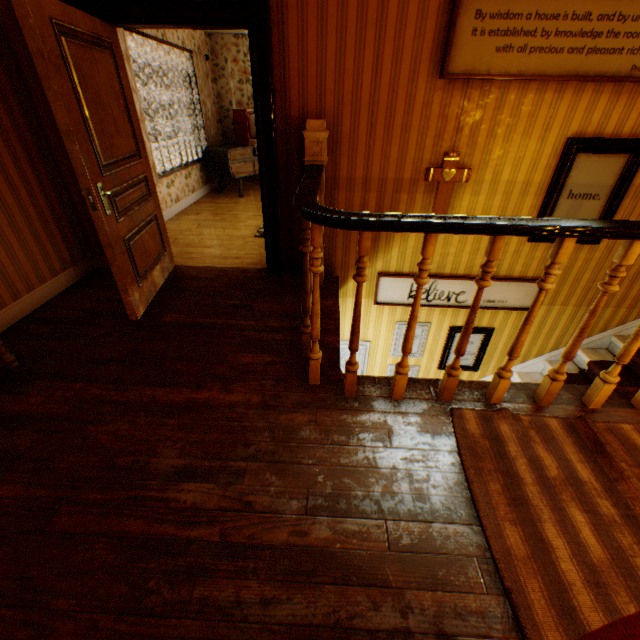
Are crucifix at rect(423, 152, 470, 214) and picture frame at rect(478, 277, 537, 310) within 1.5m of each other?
yes

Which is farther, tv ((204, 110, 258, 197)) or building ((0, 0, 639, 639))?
tv ((204, 110, 258, 197))

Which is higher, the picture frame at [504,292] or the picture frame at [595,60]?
the picture frame at [595,60]

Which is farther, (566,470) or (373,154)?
(373,154)

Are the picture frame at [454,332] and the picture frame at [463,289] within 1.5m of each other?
yes

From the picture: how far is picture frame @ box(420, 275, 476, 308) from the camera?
3.82m

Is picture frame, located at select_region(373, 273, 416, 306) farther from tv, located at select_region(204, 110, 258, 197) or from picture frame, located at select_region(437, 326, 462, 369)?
tv, located at select_region(204, 110, 258, 197)

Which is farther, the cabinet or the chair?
the cabinet
